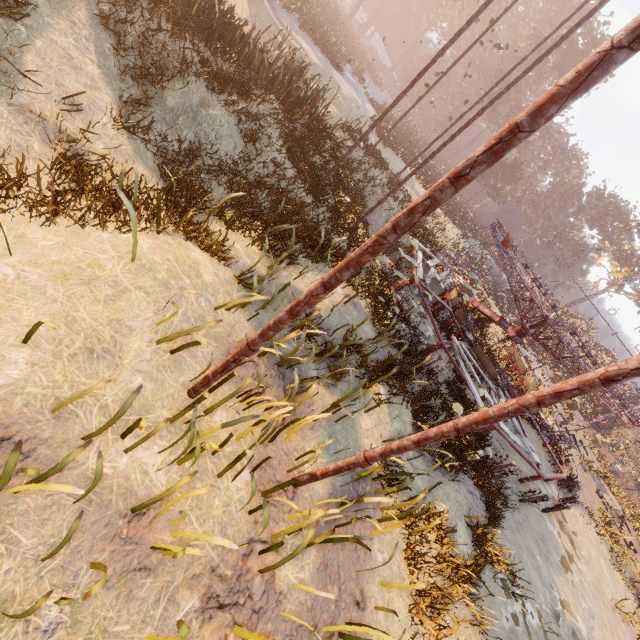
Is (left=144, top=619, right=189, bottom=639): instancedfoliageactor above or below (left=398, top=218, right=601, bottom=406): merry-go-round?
below

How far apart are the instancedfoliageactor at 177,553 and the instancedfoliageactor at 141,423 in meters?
1.0

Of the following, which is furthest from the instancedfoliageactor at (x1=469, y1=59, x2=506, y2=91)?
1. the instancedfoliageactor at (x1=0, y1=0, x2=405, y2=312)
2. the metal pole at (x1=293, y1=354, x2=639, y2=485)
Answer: the instancedfoliageactor at (x1=0, y1=0, x2=405, y2=312)

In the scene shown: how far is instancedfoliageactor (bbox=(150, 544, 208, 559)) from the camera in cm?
272

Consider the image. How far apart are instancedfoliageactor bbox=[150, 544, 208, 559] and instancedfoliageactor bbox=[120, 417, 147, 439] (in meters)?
0.96

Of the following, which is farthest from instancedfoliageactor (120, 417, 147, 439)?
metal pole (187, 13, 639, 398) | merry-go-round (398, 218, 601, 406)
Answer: merry-go-round (398, 218, 601, 406)

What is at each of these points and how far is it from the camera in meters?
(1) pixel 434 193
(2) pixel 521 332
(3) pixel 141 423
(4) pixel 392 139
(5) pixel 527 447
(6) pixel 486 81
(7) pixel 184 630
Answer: (1) metal pole, 2.3
(2) merry-go-round, 14.6
(3) instancedfoliageactor, 2.9
(4) instancedfoliageactor, 29.5
(5) merry-go-round, 11.4
(6) instancedfoliageactor, 50.8
(7) instancedfoliageactor, 2.4

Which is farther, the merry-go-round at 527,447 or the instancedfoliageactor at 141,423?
the merry-go-round at 527,447
